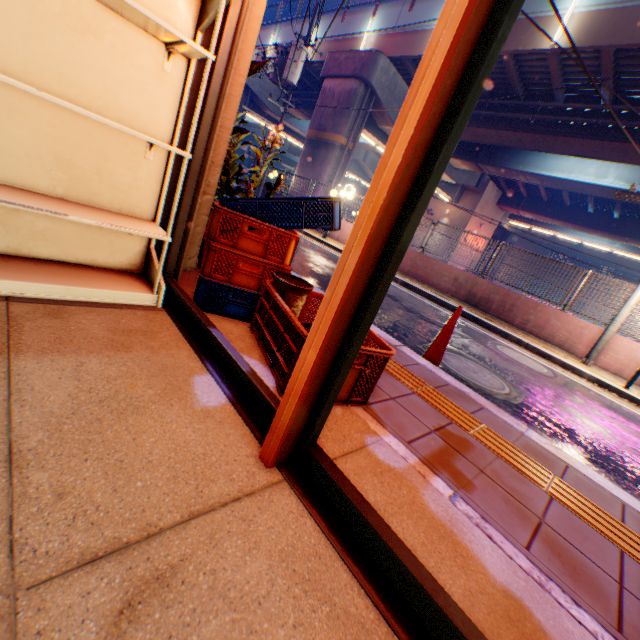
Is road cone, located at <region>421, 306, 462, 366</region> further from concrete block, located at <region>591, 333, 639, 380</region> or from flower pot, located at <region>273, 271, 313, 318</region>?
concrete block, located at <region>591, 333, 639, 380</region>

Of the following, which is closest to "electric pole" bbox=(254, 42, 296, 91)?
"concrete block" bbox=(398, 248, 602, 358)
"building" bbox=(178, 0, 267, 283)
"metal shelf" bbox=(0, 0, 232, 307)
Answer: "building" bbox=(178, 0, 267, 283)

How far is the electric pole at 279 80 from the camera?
15.48m

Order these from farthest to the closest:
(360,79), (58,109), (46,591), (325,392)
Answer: (360,79)
(58,109)
(325,392)
(46,591)

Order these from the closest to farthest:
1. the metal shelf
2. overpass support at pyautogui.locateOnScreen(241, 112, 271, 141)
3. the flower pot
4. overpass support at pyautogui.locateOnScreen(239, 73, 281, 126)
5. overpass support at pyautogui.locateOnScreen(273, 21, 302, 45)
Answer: the metal shelf < the flower pot < overpass support at pyautogui.locateOnScreen(273, 21, 302, 45) < overpass support at pyautogui.locateOnScreen(239, 73, 281, 126) < overpass support at pyautogui.locateOnScreen(241, 112, 271, 141)

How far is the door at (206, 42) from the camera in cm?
196

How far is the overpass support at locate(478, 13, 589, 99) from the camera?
12.2m

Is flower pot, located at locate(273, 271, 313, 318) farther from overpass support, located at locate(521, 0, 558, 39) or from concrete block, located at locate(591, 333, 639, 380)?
overpass support, located at locate(521, 0, 558, 39)
